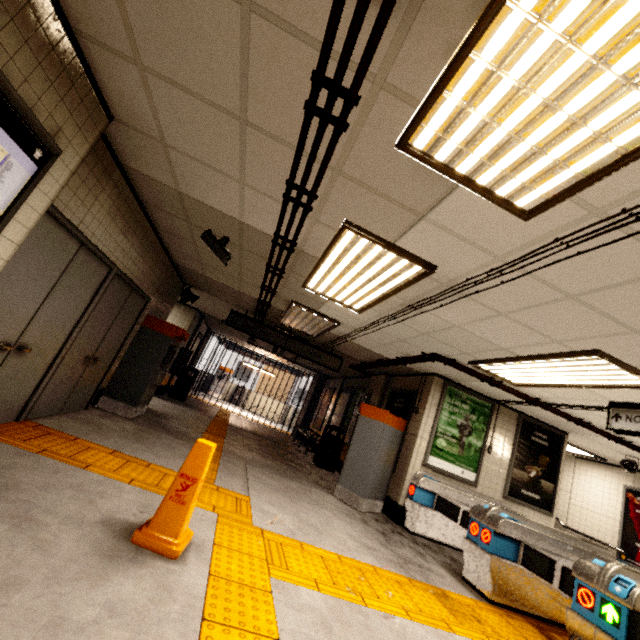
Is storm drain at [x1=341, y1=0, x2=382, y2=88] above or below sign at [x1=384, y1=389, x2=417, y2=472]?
above

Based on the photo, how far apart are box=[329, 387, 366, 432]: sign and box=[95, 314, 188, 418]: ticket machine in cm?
586

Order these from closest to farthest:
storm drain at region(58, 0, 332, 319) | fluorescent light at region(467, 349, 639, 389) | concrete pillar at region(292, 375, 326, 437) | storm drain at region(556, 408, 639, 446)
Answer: storm drain at region(58, 0, 332, 319), fluorescent light at region(467, 349, 639, 389), storm drain at region(556, 408, 639, 446), concrete pillar at region(292, 375, 326, 437)

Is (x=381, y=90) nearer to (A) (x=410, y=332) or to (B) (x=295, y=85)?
(B) (x=295, y=85)

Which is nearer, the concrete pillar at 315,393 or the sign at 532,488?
the sign at 532,488

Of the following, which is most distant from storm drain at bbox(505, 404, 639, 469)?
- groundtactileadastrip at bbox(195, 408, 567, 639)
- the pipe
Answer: groundtactileadastrip at bbox(195, 408, 567, 639)

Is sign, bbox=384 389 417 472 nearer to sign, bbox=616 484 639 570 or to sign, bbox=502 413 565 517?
sign, bbox=502 413 565 517

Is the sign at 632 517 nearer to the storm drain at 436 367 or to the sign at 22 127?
the storm drain at 436 367
